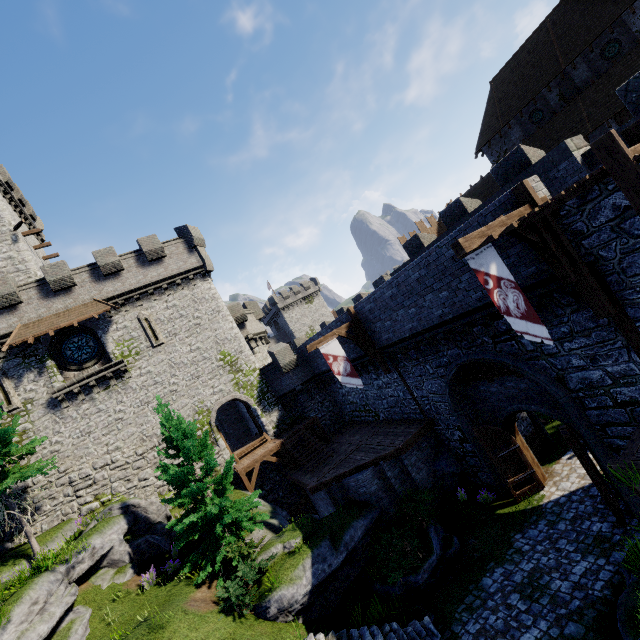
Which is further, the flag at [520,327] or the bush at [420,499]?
the bush at [420,499]

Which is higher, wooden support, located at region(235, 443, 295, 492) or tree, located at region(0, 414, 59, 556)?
tree, located at region(0, 414, 59, 556)

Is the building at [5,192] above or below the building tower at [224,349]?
above

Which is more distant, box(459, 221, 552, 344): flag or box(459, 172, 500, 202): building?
box(459, 172, 500, 202): building

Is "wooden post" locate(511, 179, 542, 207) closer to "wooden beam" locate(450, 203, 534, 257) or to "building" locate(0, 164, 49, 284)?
"wooden beam" locate(450, 203, 534, 257)

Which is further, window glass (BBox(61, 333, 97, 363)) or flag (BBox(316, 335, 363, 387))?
window glass (BBox(61, 333, 97, 363))

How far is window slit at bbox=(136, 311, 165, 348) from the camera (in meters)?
22.56

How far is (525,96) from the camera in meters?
30.1 m
